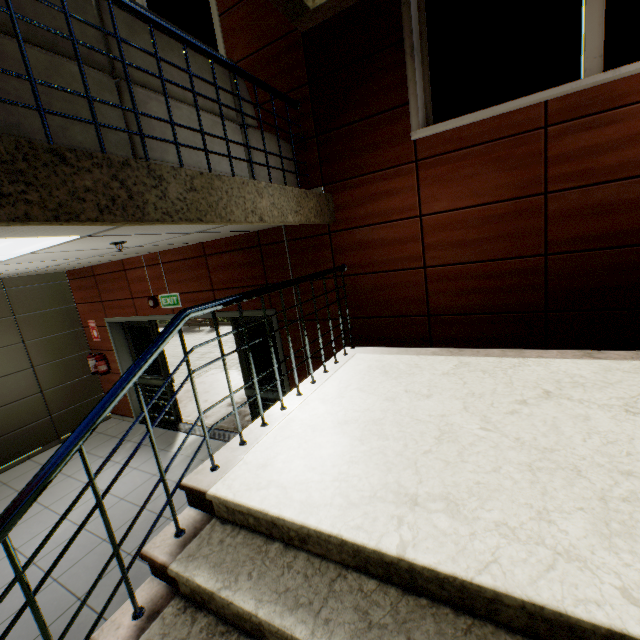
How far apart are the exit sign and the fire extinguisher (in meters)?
2.32

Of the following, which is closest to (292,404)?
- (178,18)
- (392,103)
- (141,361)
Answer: (141,361)

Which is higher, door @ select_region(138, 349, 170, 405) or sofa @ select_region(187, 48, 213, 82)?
sofa @ select_region(187, 48, 213, 82)

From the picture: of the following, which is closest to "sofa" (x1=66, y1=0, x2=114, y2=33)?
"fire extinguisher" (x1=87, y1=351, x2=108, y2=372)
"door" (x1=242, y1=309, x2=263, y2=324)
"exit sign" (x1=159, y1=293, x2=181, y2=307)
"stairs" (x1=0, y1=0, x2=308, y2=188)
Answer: "stairs" (x1=0, y1=0, x2=308, y2=188)

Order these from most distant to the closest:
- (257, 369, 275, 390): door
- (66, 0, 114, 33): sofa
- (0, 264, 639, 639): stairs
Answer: Answer: (257, 369, 275, 390): door → (66, 0, 114, 33): sofa → (0, 264, 639, 639): stairs

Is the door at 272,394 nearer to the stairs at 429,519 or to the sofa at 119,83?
the stairs at 429,519

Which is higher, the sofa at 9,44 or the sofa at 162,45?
the sofa at 162,45

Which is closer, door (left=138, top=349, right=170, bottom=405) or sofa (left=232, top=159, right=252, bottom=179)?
sofa (left=232, top=159, right=252, bottom=179)
